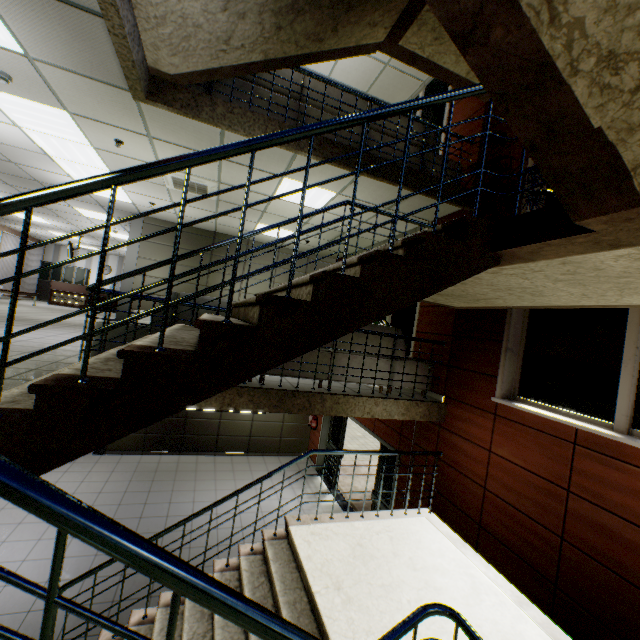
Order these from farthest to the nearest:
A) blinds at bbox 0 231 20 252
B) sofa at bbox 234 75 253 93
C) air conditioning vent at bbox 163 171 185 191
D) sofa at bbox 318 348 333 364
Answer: blinds at bbox 0 231 20 252, air conditioning vent at bbox 163 171 185 191, sofa at bbox 318 348 333 364, sofa at bbox 234 75 253 93

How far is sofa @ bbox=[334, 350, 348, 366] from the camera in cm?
491

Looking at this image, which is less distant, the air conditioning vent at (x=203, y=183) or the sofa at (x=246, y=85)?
the sofa at (x=246, y=85)

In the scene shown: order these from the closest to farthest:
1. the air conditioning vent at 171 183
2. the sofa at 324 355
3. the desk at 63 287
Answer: the sofa at 324 355, the air conditioning vent at 171 183, the desk at 63 287

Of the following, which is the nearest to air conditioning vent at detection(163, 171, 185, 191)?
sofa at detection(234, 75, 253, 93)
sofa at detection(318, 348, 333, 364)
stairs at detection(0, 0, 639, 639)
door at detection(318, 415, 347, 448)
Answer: sofa at detection(234, 75, 253, 93)

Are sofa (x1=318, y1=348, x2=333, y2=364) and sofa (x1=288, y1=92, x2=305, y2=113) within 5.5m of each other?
yes

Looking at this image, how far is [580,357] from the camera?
3.6 meters

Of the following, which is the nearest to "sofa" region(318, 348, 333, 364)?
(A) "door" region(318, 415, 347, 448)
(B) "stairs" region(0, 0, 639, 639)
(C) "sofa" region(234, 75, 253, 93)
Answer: (B) "stairs" region(0, 0, 639, 639)
